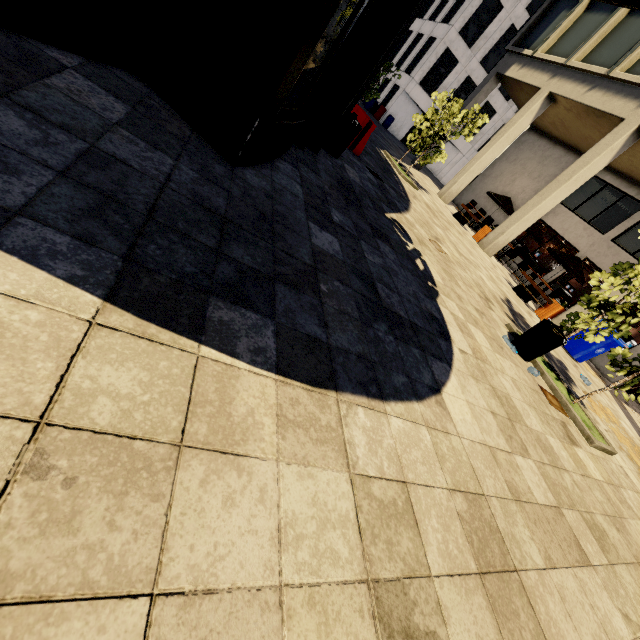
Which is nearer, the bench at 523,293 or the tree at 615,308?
the tree at 615,308

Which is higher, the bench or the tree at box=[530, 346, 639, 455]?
the bench

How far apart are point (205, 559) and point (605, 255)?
19.06m

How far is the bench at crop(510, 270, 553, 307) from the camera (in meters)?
11.05

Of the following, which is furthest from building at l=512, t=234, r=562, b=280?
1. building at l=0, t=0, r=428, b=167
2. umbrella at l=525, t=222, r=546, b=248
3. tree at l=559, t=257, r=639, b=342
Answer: building at l=0, t=0, r=428, b=167

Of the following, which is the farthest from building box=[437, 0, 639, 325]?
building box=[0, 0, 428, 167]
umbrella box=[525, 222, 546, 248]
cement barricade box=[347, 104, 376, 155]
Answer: building box=[0, 0, 428, 167]

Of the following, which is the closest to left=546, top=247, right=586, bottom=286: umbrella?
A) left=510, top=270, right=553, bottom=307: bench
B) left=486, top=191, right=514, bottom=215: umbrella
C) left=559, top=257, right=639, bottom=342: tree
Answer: left=510, top=270, right=553, bottom=307: bench

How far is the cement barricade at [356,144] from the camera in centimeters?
767cm
